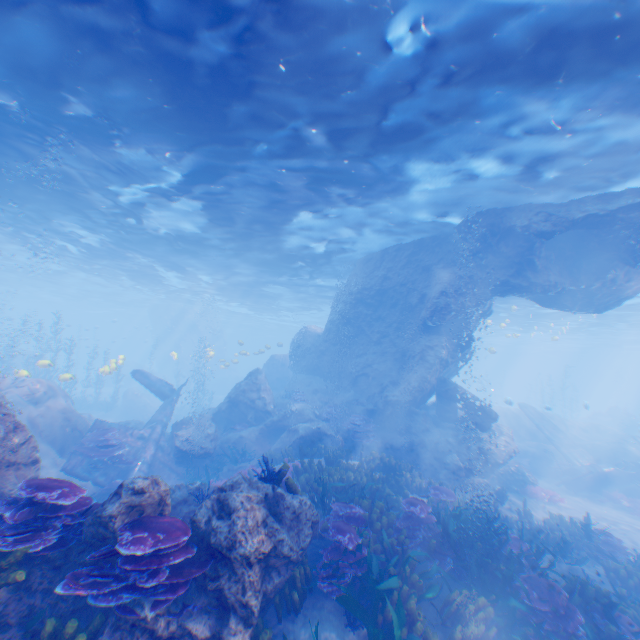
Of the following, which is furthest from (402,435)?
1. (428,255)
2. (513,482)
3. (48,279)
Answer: (48,279)

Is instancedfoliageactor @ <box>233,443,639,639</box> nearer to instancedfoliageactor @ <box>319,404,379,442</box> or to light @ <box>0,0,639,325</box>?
instancedfoliageactor @ <box>319,404,379,442</box>

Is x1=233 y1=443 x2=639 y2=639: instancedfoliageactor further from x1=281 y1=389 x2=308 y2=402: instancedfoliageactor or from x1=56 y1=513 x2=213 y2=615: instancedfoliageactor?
x1=281 y1=389 x2=308 y2=402: instancedfoliageactor

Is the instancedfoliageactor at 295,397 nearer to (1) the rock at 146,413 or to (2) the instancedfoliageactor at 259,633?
(1) the rock at 146,413

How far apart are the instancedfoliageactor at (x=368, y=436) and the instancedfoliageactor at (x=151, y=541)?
10.86m

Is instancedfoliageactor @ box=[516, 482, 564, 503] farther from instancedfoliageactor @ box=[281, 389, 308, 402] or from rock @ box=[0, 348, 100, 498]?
instancedfoliageactor @ box=[281, 389, 308, 402]

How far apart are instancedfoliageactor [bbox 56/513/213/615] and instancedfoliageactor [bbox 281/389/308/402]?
14.31m

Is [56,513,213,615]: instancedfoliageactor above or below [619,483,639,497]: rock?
above
